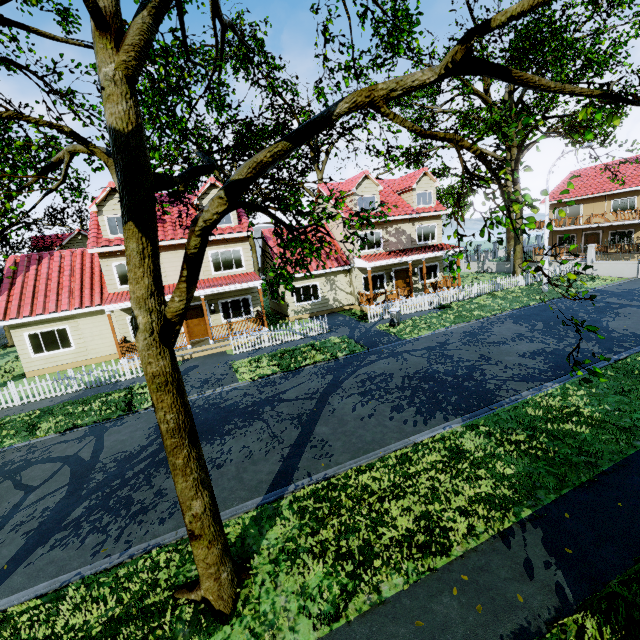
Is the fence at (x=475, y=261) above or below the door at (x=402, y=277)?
below

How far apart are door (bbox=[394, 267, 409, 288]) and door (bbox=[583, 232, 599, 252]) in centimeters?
Result: 2404cm

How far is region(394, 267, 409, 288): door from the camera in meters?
24.3 m

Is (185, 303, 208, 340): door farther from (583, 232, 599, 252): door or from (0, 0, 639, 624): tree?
(583, 232, 599, 252): door

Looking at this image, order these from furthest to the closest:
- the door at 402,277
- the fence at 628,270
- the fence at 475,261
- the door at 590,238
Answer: the door at 590,238 → the door at 402,277 → the fence at 628,270 → the fence at 475,261

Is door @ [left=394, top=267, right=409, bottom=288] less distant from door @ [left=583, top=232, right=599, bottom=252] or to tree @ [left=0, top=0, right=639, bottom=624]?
tree @ [left=0, top=0, right=639, bottom=624]

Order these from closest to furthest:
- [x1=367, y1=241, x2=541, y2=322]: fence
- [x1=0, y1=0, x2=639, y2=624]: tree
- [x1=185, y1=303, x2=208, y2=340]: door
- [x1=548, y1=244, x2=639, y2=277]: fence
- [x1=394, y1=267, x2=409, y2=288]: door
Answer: [x1=0, y1=0, x2=639, y2=624]: tree, [x1=185, y1=303, x2=208, y2=340]: door, [x1=367, y1=241, x2=541, y2=322]: fence, [x1=548, y1=244, x2=639, y2=277]: fence, [x1=394, y1=267, x2=409, y2=288]: door

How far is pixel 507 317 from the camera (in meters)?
17.66
